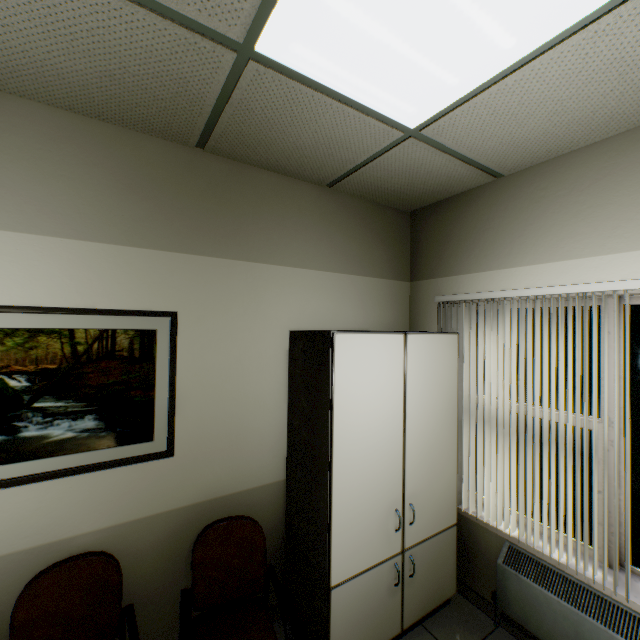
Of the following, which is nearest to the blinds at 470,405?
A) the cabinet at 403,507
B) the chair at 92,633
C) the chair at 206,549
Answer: the cabinet at 403,507

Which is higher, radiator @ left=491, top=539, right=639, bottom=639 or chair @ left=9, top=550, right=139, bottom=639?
chair @ left=9, top=550, right=139, bottom=639

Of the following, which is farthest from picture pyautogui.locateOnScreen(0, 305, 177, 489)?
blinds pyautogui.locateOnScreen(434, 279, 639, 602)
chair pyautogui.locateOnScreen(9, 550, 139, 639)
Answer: blinds pyautogui.locateOnScreen(434, 279, 639, 602)

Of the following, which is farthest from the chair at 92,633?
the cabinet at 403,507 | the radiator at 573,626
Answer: the radiator at 573,626

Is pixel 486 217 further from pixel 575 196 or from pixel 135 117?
pixel 135 117

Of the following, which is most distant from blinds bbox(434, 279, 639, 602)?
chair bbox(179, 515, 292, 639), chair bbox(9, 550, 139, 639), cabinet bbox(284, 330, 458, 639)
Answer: chair bbox(9, 550, 139, 639)

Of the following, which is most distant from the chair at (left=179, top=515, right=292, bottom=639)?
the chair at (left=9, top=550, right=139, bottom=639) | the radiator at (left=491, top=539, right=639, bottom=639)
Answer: the radiator at (left=491, top=539, right=639, bottom=639)

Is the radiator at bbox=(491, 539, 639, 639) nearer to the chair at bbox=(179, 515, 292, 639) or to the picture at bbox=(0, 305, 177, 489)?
the chair at bbox=(179, 515, 292, 639)
